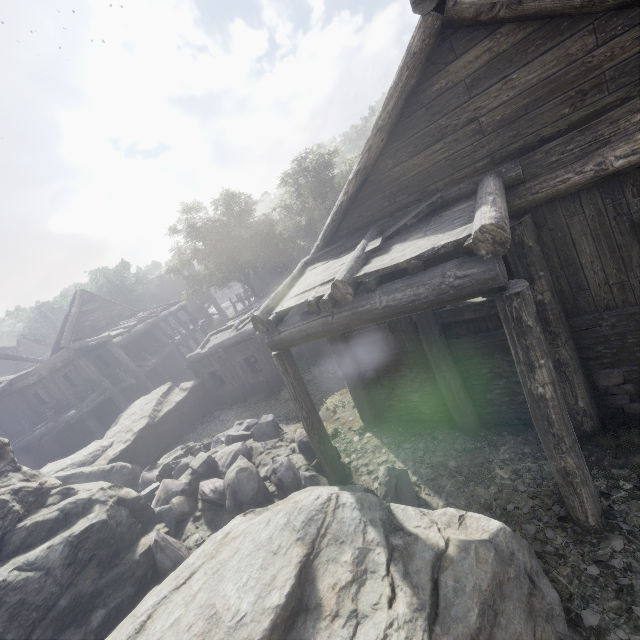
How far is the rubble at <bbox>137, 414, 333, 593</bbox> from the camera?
7.0m

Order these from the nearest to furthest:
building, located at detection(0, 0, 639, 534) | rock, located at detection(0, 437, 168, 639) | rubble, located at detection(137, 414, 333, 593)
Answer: building, located at detection(0, 0, 639, 534) < rock, located at detection(0, 437, 168, 639) < rubble, located at detection(137, 414, 333, 593)

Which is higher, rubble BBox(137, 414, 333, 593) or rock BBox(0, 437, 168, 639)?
rock BBox(0, 437, 168, 639)

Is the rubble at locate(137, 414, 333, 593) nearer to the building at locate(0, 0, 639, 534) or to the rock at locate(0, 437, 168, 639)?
the rock at locate(0, 437, 168, 639)

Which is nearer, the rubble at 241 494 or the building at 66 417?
the building at 66 417

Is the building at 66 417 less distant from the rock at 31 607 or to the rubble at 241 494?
the rock at 31 607

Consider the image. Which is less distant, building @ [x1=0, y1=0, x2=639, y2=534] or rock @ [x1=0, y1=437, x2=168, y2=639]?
building @ [x1=0, y1=0, x2=639, y2=534]

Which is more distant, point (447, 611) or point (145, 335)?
point (145, 335)
